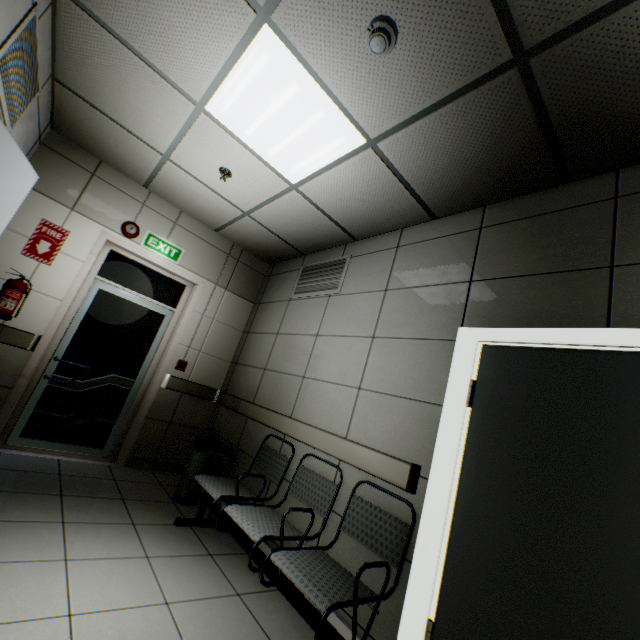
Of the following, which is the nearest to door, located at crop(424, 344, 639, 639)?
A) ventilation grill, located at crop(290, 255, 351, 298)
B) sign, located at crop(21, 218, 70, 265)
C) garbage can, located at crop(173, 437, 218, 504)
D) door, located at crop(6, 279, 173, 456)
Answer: ventilation grill, located at crop(290, 255, 351, 298)

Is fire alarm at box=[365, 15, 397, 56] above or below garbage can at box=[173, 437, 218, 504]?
above

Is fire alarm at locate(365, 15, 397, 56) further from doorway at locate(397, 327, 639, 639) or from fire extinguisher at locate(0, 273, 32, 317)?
fire extinguisher at locate(0, 273, 32, 317)

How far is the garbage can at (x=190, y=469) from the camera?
3.4 meters

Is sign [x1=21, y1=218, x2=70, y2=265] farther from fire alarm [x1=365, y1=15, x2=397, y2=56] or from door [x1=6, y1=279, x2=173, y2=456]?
fire alarm [x1=365, y1=15, x2=397, y2=56]

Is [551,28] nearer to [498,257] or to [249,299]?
[498,257]

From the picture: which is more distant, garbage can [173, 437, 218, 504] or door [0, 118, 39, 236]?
garbage can [173, 437, 218, 504]

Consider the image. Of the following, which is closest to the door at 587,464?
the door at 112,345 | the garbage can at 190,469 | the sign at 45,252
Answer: the garbage can at 190,469
